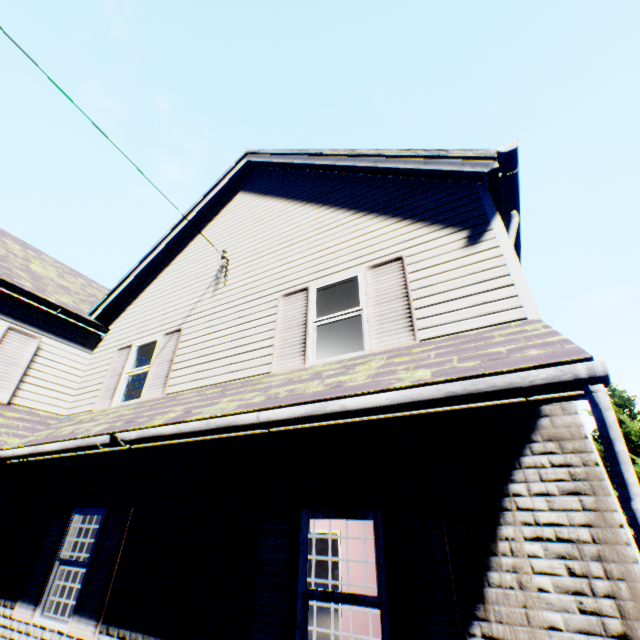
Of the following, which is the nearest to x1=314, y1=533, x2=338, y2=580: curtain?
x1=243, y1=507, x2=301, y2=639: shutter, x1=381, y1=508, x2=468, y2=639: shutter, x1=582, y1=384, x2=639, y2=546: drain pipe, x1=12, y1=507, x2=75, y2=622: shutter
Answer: x1=12, y1=507, x2=75, y2=622: shutter

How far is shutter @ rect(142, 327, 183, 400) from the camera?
6.53m

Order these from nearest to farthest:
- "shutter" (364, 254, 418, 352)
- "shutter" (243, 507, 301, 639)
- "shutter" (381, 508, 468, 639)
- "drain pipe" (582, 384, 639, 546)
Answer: "drain pipe" (582, 384, 639, 546)
"shutter" (381, 508, 468, 639)
"shutter" (243, 507, 301, 639)
"shutter" (364, 254, 418, 352)

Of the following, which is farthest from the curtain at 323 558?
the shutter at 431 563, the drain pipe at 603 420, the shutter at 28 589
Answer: the drain pipe at 603 420

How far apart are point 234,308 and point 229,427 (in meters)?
3.66

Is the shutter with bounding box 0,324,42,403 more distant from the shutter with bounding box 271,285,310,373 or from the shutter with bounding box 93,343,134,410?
the shutter with bounding box 271,285,310,373

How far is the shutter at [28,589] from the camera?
5.4m

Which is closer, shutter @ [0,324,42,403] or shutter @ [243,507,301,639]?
shutter @ [243,507,301,639]
